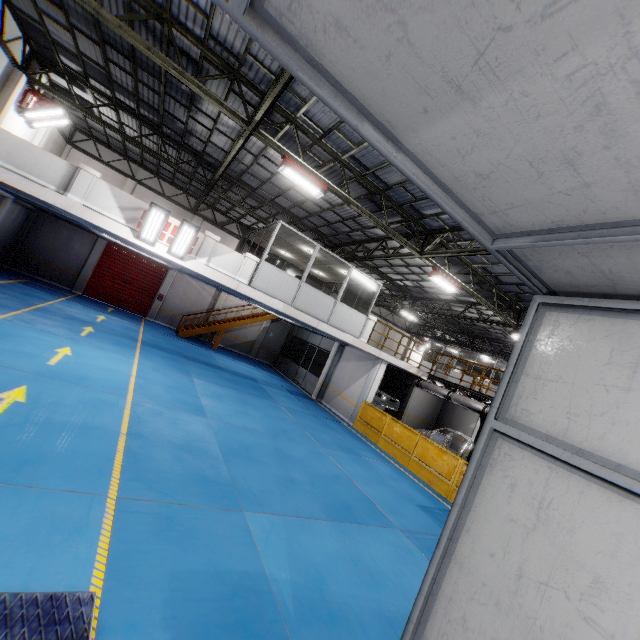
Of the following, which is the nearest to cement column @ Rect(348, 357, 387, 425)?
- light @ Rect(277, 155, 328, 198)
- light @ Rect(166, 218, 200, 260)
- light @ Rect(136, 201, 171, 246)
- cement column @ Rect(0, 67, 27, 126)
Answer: light @ Rect(277, 155, 328, 198)

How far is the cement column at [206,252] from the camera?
11.9 meters

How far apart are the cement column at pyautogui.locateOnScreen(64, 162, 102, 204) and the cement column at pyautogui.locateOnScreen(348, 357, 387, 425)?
13.8 meters

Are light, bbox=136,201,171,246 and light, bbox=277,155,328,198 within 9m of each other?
yes

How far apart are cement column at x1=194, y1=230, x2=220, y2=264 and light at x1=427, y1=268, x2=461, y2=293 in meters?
8.6

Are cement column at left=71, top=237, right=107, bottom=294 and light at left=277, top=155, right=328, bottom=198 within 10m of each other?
no

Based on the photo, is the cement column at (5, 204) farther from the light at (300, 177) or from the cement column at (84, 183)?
the light at (300, 177)

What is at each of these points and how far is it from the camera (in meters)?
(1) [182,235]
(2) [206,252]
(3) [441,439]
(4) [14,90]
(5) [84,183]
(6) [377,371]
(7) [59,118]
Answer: (1) light, 10.91
(2) cement column, 12.02
(3) chassis, 18.94
(4) cement column, 11.91
(5) cement column, 10.09
(6) cement column, 16.80
(7) light, 14.38
